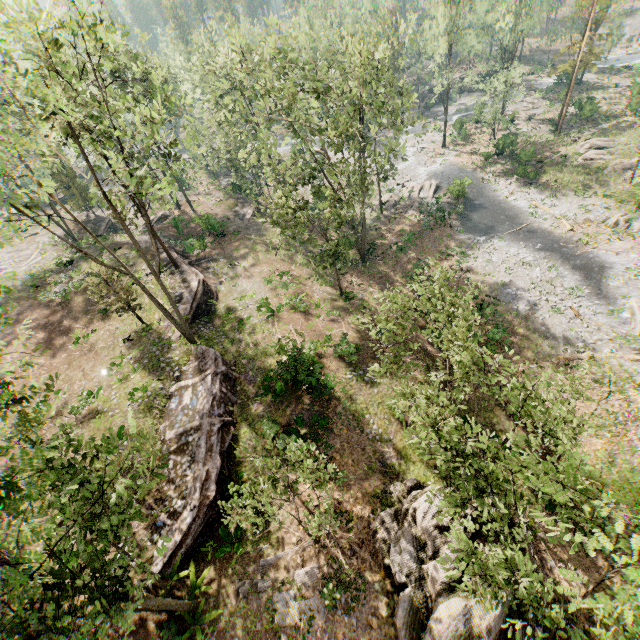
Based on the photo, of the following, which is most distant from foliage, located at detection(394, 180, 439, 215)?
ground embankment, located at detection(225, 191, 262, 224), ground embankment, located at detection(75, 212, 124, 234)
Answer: ground embankment, located at detection(225, 191, 262, 224)

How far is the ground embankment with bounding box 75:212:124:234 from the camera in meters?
40.8

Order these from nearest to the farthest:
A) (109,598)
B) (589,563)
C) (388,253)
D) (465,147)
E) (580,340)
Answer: (109,598)
(589,563)
(580,340)
(388,253)
(465,147)

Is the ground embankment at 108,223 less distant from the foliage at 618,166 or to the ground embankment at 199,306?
the foliage at 618,166

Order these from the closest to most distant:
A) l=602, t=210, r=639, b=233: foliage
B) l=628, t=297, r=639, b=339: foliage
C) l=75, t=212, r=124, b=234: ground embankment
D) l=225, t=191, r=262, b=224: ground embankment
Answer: l=628, t=297, r=639, b=339: foliage < l=602, t=210, r=639, b=233: foliage < l=225, t=191, r=262, b=224: ground embankment < l=75, t=212, r=124, b=234: ground embankment

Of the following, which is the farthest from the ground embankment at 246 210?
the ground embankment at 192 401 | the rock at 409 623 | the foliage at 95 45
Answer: the rock at 409 623

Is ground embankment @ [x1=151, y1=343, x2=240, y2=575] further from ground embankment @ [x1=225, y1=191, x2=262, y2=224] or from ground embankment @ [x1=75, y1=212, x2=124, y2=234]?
ground embankment @ [x1=75, y1=212, x2=124, y2=234]
